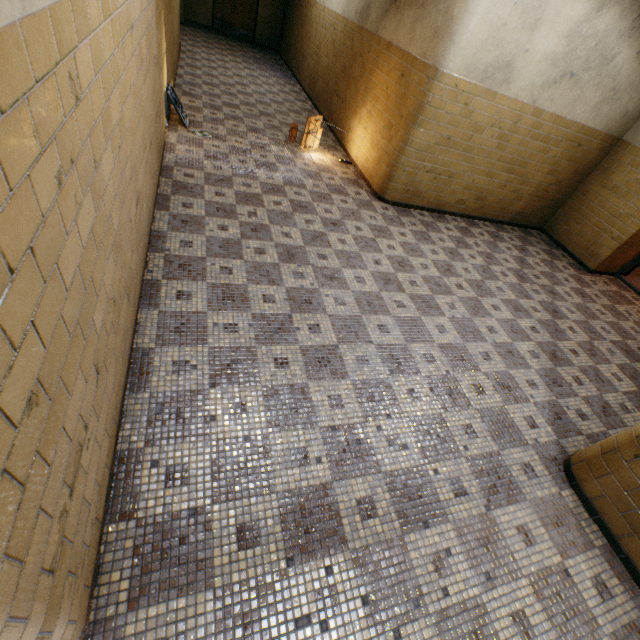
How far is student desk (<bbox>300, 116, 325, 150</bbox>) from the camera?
6.1 meters

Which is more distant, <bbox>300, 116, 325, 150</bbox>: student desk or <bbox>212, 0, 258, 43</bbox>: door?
<bbox>212, 0, 258, 43</bbox>: door

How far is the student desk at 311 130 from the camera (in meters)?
6.11

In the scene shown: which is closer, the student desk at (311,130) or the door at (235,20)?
the student desk at (311,130)

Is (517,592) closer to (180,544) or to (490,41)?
(180,544)
